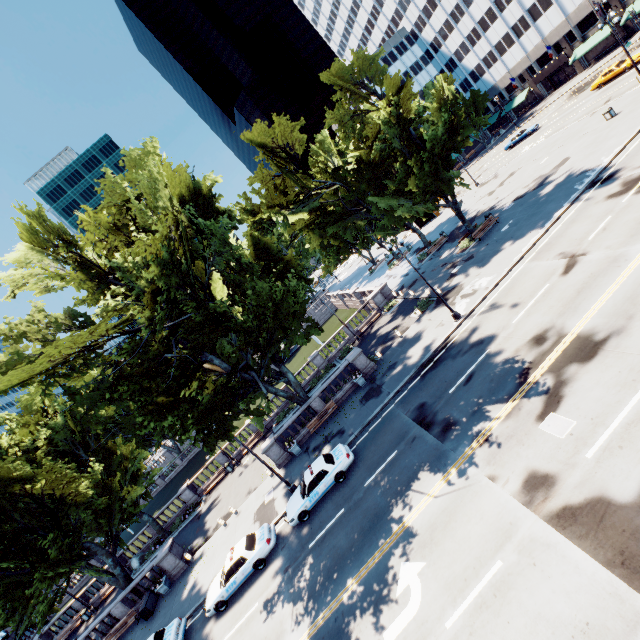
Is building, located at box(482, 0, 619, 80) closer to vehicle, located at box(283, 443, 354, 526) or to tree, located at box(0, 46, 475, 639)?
tree, located at box(0, 46, 475, 639)

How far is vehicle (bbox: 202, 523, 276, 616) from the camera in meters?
17.6

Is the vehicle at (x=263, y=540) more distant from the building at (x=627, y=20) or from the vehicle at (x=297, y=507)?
the building at (x=627, y=20)

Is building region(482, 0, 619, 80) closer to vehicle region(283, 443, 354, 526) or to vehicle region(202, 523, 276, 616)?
vehicle region(283, 443, 354, 526)

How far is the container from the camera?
22.7m

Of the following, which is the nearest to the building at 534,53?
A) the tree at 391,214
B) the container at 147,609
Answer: the tree at 391,214

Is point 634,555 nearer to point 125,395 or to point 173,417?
point 173,417

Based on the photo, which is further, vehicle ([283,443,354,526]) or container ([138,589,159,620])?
container ([138,589,159,620])
